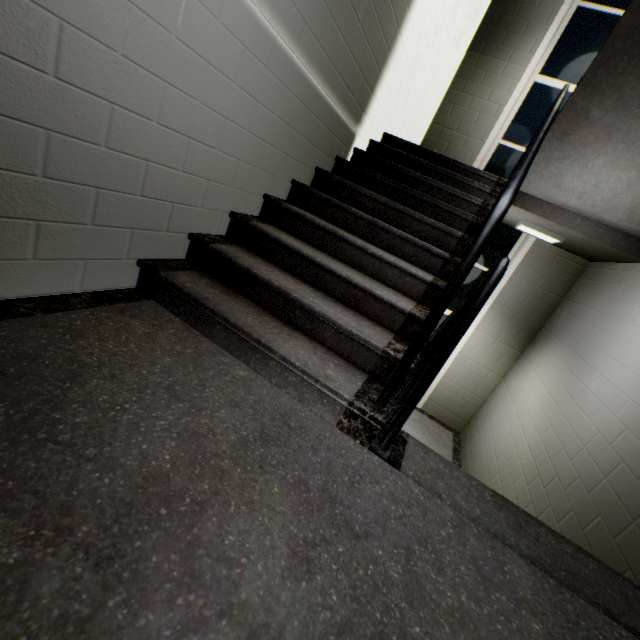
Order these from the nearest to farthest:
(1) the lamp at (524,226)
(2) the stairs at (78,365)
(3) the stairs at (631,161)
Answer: (2) the stairs at (78,365), (3) the stairs at (631,161), (1) the lamp at (524,226)

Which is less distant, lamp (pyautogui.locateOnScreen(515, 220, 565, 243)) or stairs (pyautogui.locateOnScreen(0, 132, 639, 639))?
stairs (pyautogui.locateOnScreen(0, 132, 639, 639))

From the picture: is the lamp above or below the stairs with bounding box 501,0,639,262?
below

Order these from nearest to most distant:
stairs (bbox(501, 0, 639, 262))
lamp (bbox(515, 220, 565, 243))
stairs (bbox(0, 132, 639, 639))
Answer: stairs (bbox(0, 132, 639, 639)) → stairs (bbox(501, 0, 639, 262)) → lamp (bbox(515, 220, 565, 243))

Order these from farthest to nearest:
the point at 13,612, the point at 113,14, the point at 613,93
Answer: the point at 613,93
the point at 113,14
the point at 13,612

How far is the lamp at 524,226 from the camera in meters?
3.8 m

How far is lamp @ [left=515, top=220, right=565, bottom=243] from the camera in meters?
3.8 m
